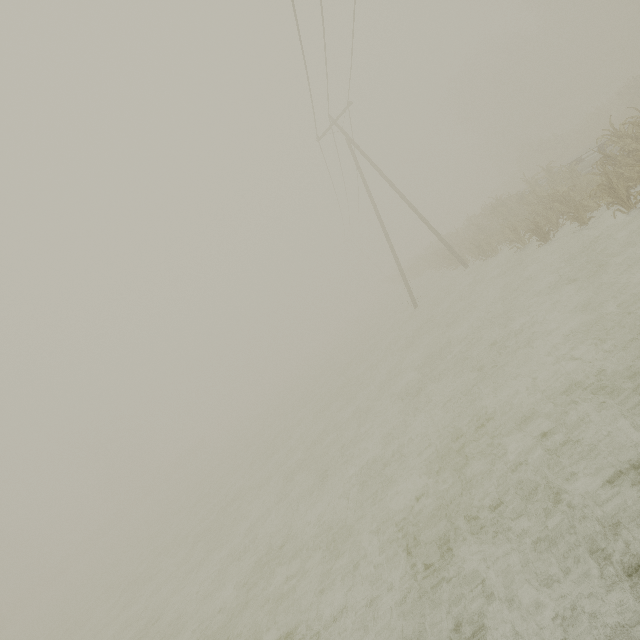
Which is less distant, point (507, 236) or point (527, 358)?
point (527, 358)

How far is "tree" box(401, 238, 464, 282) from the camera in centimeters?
2211cm

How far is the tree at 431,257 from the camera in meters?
22.1 m
